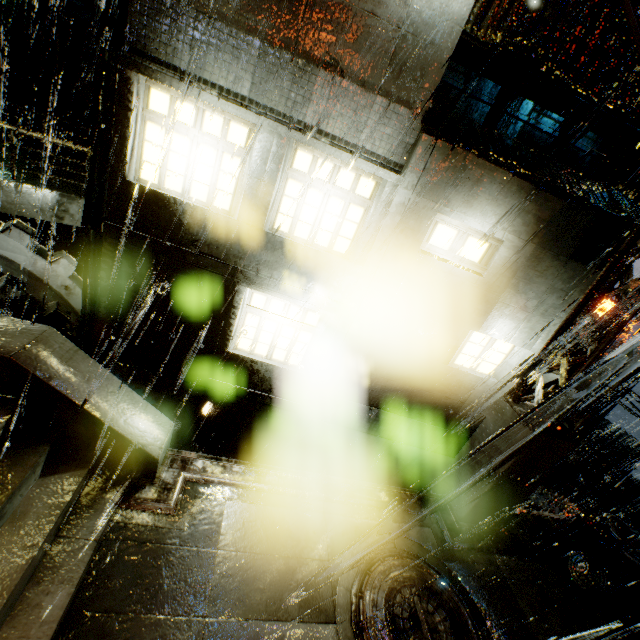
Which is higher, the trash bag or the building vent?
the trash bag

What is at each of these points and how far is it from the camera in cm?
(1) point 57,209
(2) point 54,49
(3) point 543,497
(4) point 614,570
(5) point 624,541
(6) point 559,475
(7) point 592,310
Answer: (1) structural stair, 873
(2) building, 1261
(3) building, 963
(4) trash bag, 731
(5) trash can, 743
(6) building vent, 2712
(7) support beam, 609

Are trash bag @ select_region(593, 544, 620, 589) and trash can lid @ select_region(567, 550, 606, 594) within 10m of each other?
yes

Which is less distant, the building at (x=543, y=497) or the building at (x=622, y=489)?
the building at (x=543, y=497)

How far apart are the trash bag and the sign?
20.63m

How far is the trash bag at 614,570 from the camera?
7.3m

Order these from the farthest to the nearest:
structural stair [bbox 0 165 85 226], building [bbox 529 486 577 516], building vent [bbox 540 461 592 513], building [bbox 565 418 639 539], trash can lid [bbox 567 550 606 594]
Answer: building vent [bbox 540 461 592 513] → building [bbox 565 418 639 539] → building [bbox 529 486 577 516] → structural stair [bbox 0 165 85 226] → trash can lid [bbox 567 550 606 594]

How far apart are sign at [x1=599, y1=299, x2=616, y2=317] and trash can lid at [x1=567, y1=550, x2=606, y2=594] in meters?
21.2
